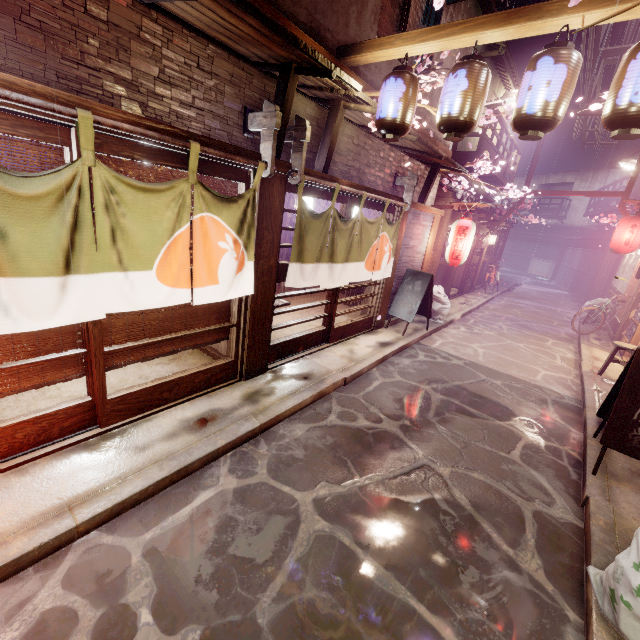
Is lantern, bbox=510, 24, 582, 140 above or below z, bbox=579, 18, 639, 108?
below

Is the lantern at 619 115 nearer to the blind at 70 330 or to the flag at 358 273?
the flag at 358 273

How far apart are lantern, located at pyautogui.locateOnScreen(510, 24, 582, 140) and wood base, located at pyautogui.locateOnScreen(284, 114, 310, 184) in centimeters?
393cm

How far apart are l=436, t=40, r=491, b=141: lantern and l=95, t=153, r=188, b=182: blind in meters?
4.4

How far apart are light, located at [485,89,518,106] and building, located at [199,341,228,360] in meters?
13.1 m

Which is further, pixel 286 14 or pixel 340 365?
pixel 340 365

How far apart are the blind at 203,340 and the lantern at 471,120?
5.8 meters

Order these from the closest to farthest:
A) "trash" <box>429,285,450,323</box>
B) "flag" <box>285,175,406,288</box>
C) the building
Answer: "flag" <box>285,175,406,288</box> < the building < "trash" <box>429,285,450,323</box>
